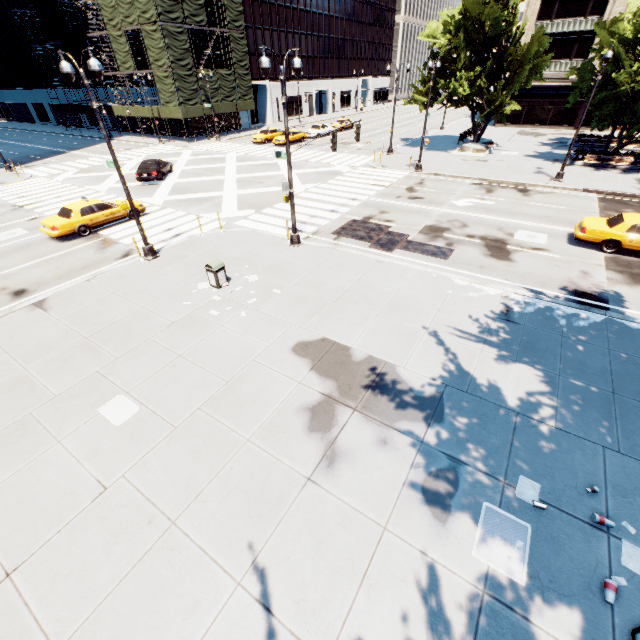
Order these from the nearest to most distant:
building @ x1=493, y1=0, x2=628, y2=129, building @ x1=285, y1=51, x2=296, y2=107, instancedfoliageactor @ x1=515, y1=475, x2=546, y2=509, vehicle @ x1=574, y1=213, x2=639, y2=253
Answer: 1. instancedfoliageactor @ x1=515, y1=475, x2=546, y2=509
2. vehicle @ x1=574, y1=213, x2=639, y2=253
3. building @ x1=493, y1=0, x2=628, y2=129
4. building @ x1=285, y1=51, x2=296, y2=107

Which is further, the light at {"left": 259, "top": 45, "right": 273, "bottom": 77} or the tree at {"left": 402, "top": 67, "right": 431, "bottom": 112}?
the tree at {"left": 402, "top": 67, "right": 431, "bottom": 112}

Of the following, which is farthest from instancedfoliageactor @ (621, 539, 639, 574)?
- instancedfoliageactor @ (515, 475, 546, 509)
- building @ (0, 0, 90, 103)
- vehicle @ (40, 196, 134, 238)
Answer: A: building @ (0, 0, 90, 103)

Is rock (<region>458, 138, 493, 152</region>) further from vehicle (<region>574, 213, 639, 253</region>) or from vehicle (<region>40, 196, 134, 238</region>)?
vehicle (<region>40, 196, 134, 238</region>)

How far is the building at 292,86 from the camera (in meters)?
56.59

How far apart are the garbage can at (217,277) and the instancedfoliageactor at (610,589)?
12.4 meters

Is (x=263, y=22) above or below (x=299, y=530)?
above

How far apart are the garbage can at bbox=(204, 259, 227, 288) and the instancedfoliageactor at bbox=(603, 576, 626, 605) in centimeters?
1241cm
